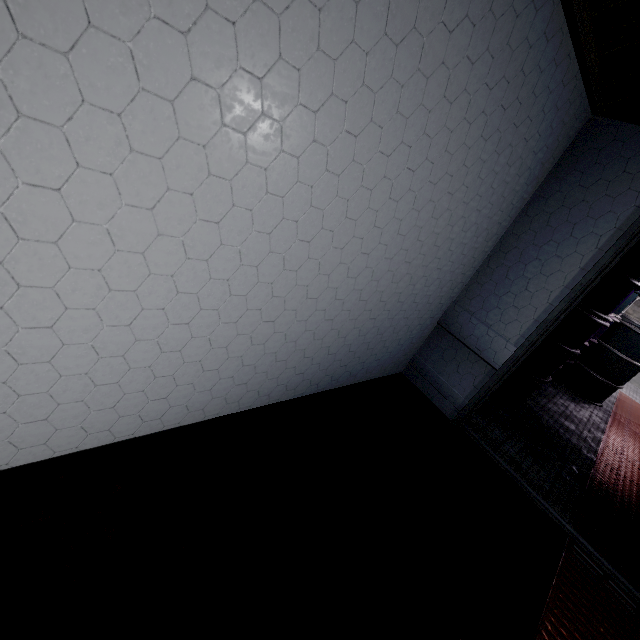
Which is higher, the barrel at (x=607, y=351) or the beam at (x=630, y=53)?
the beam at (x=630, y=53)

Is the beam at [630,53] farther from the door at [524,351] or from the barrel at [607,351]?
the barrel at [607,351]

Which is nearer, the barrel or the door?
the door

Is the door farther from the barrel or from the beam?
the barrel

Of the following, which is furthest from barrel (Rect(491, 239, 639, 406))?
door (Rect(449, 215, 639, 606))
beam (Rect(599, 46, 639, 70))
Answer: beam (Rect(599, 46, 639, 70))

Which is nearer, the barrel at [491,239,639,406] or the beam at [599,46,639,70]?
the beam at [599,46,639,70]

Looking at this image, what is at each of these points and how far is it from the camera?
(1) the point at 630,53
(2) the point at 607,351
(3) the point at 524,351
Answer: (1) beam, 1.4m
(2) barrel, 4.0m
(3) door, 2.1m
